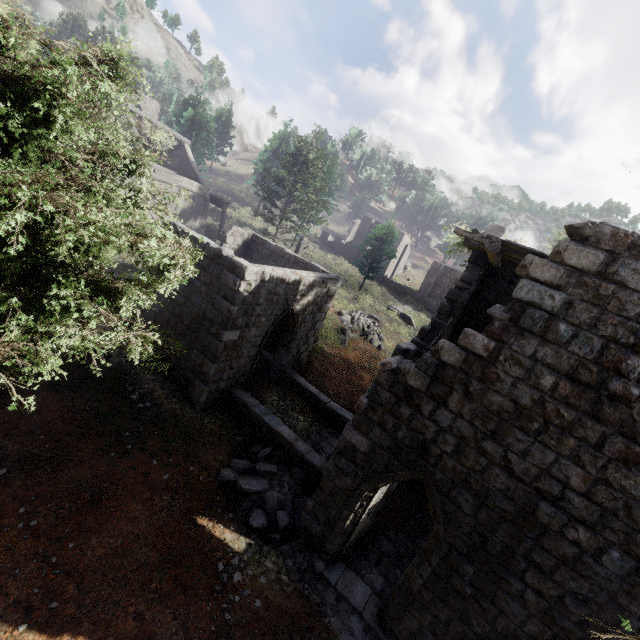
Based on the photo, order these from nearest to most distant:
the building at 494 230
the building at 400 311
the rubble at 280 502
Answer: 1. the rubble at 280 502
2. the building at 494 230
3. the building at 400 311

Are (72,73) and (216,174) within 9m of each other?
no

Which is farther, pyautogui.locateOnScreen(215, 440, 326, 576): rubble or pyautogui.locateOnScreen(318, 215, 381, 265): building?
pyautogui.locateOnScreen(318, 215, 381, 265): building

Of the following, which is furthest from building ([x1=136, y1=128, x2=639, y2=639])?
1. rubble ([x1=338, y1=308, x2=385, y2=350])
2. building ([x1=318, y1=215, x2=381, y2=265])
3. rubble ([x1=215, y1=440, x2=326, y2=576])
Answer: building ([x1=318, y1=215, x2=381, y2=265])

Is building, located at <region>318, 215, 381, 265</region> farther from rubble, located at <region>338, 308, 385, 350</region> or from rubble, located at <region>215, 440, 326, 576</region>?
rubble, located at <region>215, 440, 326, 576</region>

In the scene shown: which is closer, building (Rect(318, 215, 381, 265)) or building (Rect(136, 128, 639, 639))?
building (Rect(136, 128, 639, 639))

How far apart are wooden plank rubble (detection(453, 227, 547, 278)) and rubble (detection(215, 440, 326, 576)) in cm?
754

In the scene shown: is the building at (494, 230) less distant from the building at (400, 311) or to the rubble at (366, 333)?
the rubble at (366, 333)
